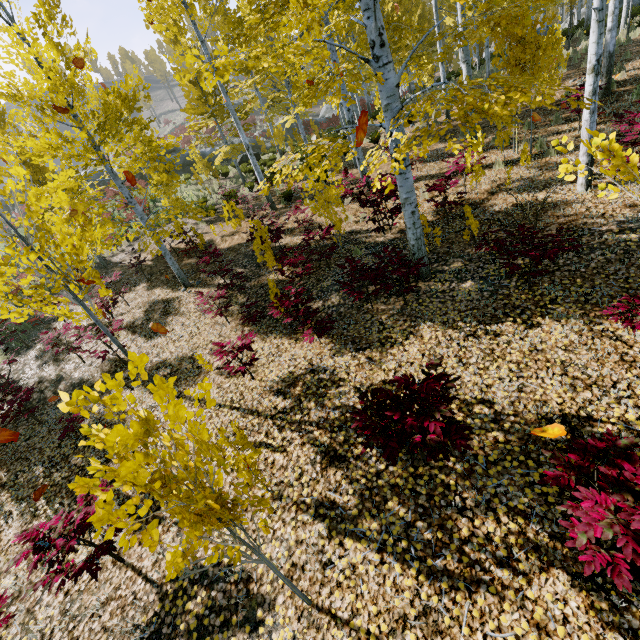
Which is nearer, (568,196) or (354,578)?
(354,578)

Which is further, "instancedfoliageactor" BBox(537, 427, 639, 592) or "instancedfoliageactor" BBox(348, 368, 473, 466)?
"instancedfoliageactor" BBox(348, 368, 473, 466)

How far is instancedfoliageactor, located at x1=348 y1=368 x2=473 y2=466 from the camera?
2.9m

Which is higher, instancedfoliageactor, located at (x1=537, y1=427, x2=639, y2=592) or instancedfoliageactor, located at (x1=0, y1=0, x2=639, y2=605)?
instancedfoliageactor, located at (x1=0, y1=0, x2=639, y2=605)

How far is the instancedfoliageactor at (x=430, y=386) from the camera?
2.9m

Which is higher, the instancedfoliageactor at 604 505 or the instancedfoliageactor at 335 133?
the instancedfoliageactor at 335 133
